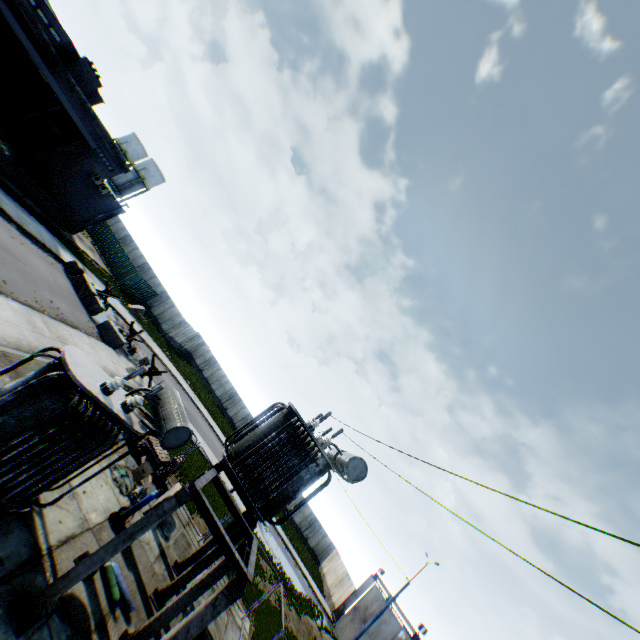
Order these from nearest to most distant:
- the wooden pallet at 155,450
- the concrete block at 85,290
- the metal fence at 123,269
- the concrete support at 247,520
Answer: the concrete support at 247,520 < the wooden pallet at 155,450 < the concrete block at 85,290 < the metal fence at 123,269

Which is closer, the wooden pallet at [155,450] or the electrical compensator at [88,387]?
the electrical compensator at [88,387]

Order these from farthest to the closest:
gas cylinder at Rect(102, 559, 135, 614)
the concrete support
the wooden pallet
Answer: the wooden pallet → gas cylinder at Rect(102, 559, 135, 614) → the concrete support

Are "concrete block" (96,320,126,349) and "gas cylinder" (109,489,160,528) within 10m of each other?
no

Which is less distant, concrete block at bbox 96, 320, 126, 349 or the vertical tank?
concrete block at bbox 96, 320, 126, 349

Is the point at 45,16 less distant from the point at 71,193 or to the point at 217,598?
→ the point at 71,193

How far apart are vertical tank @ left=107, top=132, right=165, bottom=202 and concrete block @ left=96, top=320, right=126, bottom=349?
41.6 meters

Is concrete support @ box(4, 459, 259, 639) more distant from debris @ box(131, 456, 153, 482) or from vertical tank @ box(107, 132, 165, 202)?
vertical tank @ box(107, 132, 165, 202)
